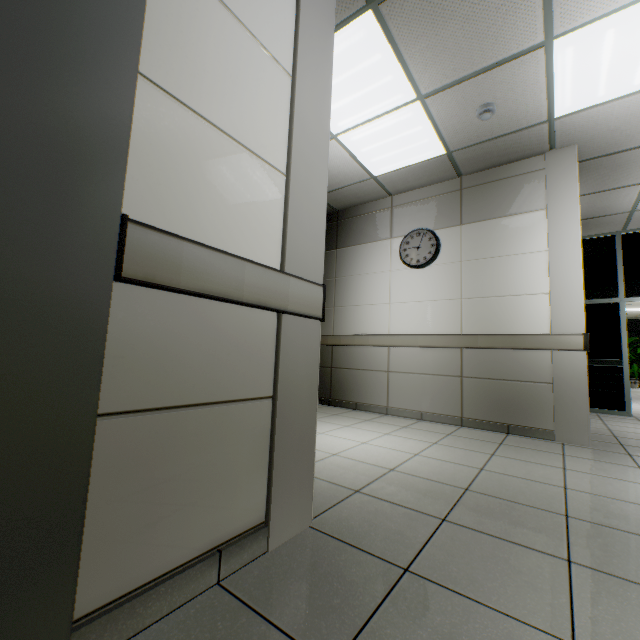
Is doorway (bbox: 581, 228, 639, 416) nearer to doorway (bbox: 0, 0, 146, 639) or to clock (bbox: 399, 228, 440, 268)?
clock (bbox: 399, 228, 440, 268)

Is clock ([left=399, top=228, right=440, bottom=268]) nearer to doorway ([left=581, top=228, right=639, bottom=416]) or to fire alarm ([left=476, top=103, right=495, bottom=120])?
fire alarm ([left=476, top=103, right=495, bottom=120])

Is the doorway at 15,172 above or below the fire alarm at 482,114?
below

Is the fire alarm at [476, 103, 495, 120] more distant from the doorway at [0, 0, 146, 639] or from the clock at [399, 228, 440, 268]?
the doorway at [0, 0, 146, 639]

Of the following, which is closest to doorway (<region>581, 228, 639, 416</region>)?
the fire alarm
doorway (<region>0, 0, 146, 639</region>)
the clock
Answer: the clock

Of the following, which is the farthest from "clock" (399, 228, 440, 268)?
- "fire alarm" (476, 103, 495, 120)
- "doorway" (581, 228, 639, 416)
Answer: "doorway" (581, 228, 639, 416)

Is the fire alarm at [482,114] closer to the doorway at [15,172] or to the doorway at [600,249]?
the doorway at [15,172]

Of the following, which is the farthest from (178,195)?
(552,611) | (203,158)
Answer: (552,611)
